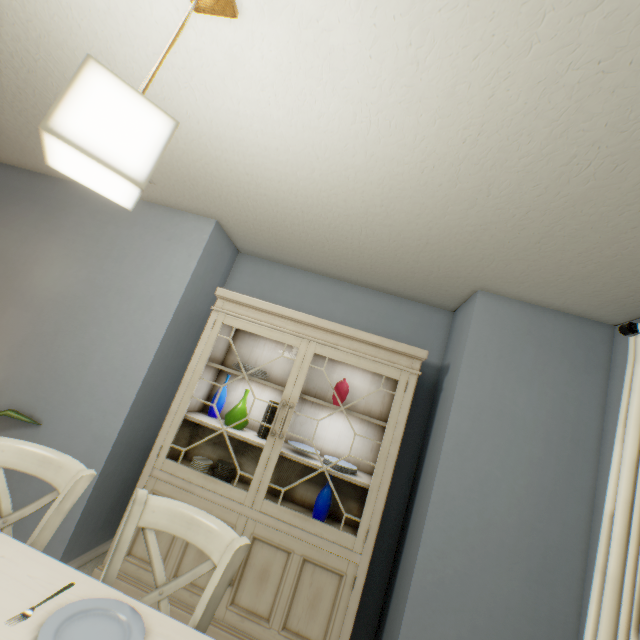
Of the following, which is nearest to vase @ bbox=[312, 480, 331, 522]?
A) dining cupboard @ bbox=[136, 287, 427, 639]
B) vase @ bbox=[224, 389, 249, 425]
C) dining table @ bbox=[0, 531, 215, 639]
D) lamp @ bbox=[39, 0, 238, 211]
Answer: Answer: dining cupboard @ bbox=[136, 287, 427, 639]

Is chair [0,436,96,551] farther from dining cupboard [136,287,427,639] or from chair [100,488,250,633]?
dining cupboard [136,287,427,639]

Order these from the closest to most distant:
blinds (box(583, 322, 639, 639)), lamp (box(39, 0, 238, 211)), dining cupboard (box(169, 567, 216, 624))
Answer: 1. lamp (box(39, 0, 238, 211))
2. blinds (box(583, 322, 639, 639))
3. dining cupboard (box(169, 567, 216, 624))

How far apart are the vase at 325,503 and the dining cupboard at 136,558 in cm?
14

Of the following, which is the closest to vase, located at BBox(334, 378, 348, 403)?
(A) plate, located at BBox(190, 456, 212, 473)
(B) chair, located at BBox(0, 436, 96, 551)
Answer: (A) plate, located at BBox(190, 456, 212, 473)

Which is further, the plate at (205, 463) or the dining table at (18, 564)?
the plate at (205, 463)

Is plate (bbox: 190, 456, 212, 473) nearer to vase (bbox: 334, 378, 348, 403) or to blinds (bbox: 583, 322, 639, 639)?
vase (bbox: 334, 378, 348, 403)

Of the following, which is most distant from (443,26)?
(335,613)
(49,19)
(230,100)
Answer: (335,613)
